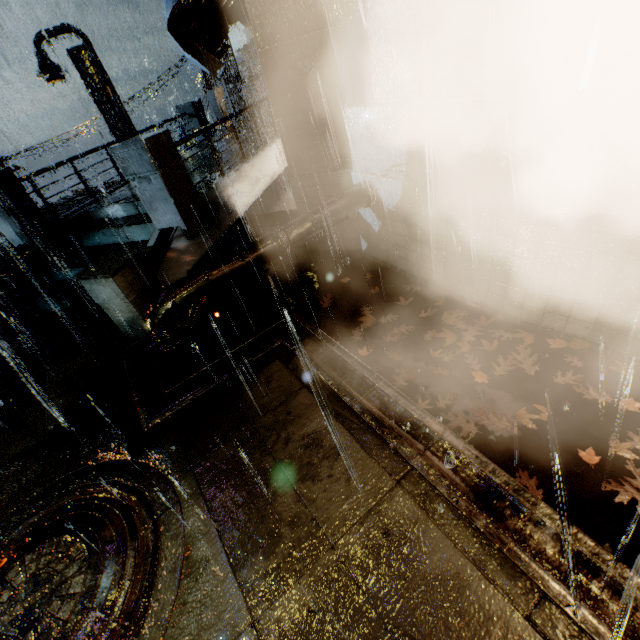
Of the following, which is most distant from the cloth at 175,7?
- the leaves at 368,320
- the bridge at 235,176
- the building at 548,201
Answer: the leaves at 368,320

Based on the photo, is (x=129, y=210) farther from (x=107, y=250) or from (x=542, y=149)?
(x=542, y=149)

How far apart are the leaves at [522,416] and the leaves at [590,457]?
0.4m

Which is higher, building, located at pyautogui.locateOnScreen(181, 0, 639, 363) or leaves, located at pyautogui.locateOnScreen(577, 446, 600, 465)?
building, located at pyautogui.locateOnScreen(181, 0, 639, 363)

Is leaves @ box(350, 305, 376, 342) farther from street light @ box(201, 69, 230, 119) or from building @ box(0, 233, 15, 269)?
street light @ box(201, 69, 230, 119)

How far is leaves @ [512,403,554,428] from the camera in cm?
388

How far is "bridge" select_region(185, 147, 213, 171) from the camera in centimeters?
1093cm

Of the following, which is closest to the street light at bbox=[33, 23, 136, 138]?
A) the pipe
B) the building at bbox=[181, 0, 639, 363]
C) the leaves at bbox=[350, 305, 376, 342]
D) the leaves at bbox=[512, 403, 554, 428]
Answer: the building at bbox=[181, 0, 639, 363]
